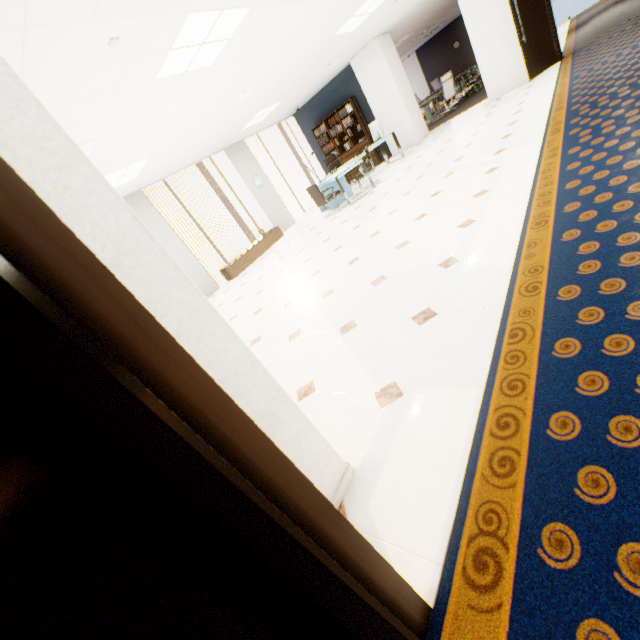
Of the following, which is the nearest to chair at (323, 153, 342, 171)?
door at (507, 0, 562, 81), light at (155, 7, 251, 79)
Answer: door at (507, 0, 562, 81)

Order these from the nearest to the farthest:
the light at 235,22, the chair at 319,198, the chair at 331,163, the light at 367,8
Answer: the light at 235,22
the light at 367,8
the chair at 319,198
the chair at 331,163

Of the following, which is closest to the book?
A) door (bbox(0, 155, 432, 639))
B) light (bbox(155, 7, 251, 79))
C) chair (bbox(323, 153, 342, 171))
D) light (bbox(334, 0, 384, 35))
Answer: chair (bbox(323, 153, 342, 171))

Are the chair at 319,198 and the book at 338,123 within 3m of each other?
no

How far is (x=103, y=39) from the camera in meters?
2.7

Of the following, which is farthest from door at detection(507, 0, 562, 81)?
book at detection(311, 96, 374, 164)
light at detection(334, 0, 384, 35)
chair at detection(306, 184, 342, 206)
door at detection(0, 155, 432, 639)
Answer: door at detection(0, 155, 432, 639)

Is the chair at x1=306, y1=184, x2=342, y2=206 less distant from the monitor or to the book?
the monitor

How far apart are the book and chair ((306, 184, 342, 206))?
3.65m
